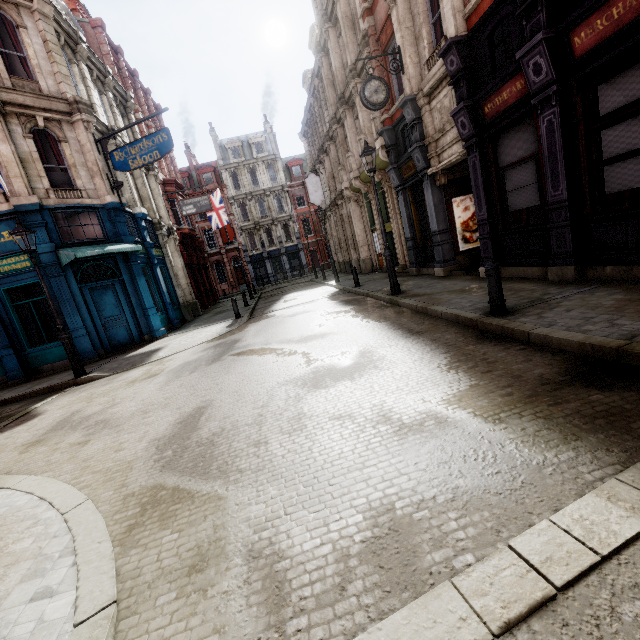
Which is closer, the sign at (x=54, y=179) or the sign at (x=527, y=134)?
the sign at (x=527, y=134)

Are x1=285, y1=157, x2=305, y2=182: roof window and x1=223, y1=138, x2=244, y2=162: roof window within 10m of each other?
yes

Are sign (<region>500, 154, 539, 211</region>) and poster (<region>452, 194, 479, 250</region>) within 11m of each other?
yes

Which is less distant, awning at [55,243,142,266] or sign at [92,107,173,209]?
awning at [55,243,142,266]

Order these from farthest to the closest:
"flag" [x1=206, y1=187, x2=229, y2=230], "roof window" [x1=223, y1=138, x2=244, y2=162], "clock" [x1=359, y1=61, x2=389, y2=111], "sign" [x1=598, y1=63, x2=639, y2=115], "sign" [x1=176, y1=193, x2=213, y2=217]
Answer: "roof window" [x1=223, y1=138, x2=244, y2=162], "flag" [x1=206, y1=187, x2=229, y2=230], "sign" [x1=176, y1=193, x2=213, y2=217], "clock" [x1=359, y1=61, x2=389, y2=111], "sign" [x1=598, y1=63, x2=639, y2=115]

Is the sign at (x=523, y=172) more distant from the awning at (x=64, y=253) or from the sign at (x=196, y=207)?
the awning at (x=64, y=253)

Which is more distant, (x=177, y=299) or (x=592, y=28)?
(x=177, y=299)

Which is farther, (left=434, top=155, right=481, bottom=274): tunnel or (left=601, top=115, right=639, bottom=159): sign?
(left=434, top=155, right=481, bottom=274): tunnel
